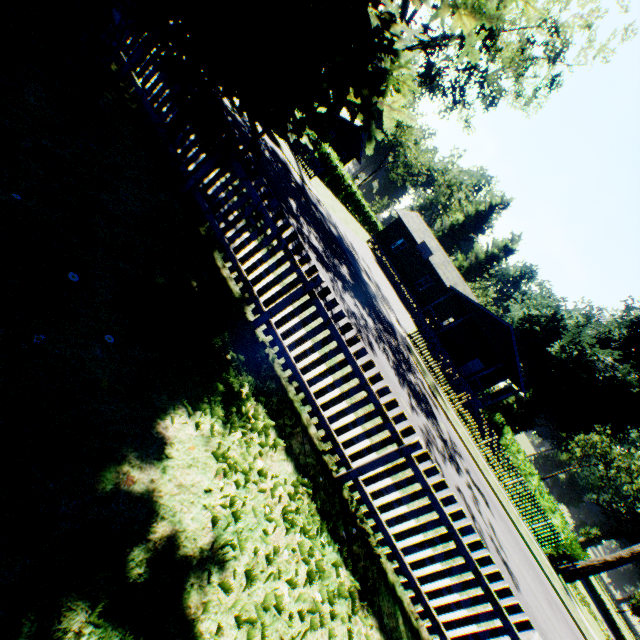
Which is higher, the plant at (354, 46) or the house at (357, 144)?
the house at (357, 144)

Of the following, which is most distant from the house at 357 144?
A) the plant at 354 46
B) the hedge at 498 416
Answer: the hedge at 498 416

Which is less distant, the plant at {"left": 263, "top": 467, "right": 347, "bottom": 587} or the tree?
the plant at {"left": 263, "top": 467, "right": 347, "bottom": 587}

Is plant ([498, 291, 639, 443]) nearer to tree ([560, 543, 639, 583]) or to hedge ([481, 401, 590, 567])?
tree ([560, 543, 639, 583])

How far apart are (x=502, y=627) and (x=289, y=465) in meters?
3.2 m

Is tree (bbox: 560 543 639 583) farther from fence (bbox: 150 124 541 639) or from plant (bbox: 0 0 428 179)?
plant (bbox: 0 0 428 179)

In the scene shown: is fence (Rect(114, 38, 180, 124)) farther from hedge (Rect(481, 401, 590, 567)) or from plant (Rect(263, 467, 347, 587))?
hedge (Rect(481, 401, 590, 567))
